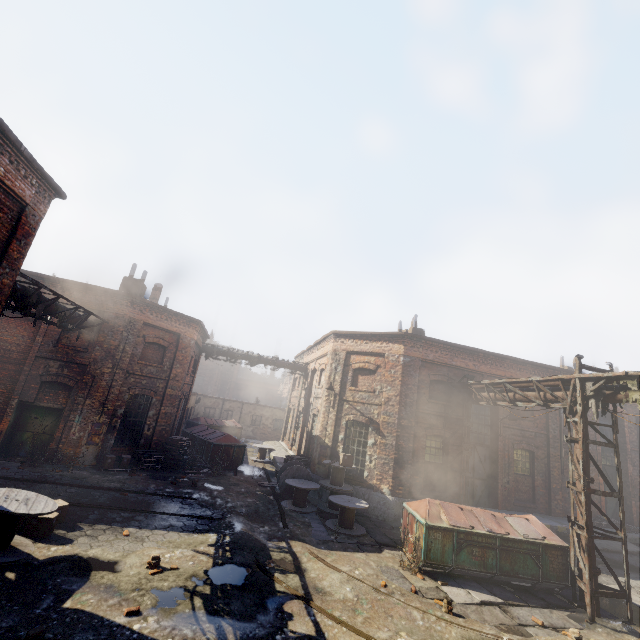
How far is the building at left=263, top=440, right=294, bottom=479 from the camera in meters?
18.5 m

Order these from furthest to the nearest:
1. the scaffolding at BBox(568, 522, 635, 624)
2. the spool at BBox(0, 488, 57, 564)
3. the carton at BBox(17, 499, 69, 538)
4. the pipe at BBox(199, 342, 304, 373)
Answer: the pipe at BBox(199, 342, 304, 373), the scaffolding at BBox(568, 522, 635, 624), the carton at BBox(17, 499, 69, 538), the spool at BBox(0, 488, 57, 564)

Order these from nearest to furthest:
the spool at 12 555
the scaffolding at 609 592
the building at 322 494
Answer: the spool at 12 555 → the scaffolding at 609 592 → the building at 322 494

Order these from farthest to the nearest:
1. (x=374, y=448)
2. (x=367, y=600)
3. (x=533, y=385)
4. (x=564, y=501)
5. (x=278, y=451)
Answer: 1. (x=278, y=451)
2. (x=564, y=501)
3. (x=374, y=448)
4. (x=533, y=385)
5. (x=367, y=600)

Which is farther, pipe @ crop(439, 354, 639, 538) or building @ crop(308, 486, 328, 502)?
building @ crop(308, 486, 328, 502)

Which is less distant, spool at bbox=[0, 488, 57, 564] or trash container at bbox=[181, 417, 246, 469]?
spool at bbox=[0, 488, 57, 564]

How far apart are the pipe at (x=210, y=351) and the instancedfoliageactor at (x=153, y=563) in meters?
16.0

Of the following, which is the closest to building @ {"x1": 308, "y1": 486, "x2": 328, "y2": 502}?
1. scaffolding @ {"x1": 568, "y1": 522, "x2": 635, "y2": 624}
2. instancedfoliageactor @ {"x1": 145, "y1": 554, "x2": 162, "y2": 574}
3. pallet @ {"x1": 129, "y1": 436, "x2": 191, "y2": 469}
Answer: scaffolding @ {"x1": 568, "y1": 522, "x2": 635, "y2": 624}
